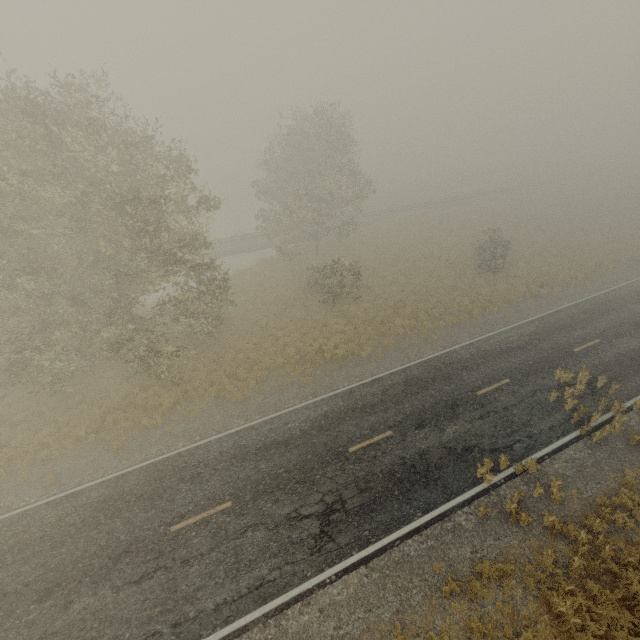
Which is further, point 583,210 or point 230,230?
point 230,230
